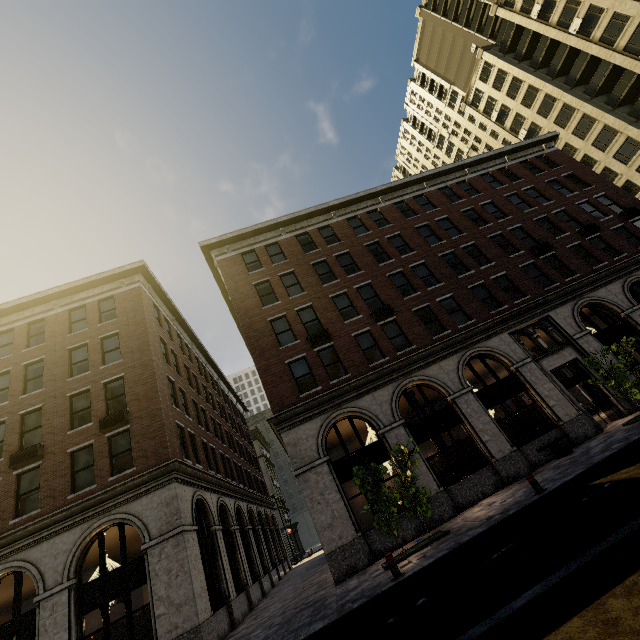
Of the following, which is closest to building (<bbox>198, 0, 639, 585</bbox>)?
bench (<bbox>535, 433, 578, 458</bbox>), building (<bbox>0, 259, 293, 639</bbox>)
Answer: bench (<bbox>535, 433, 578, 458</bbox>)

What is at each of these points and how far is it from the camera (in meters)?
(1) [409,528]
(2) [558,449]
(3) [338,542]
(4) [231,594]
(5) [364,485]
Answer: (1) building, 13.27
(2) bench, 13.74
(3) building, 12.93
(4) building, 15.77
(5) tree, 11.84

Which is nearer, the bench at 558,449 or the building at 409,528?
the building at 409,528

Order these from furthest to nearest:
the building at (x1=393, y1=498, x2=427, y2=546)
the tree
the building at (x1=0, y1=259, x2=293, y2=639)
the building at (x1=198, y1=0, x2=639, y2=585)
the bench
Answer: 1. the building at (x1=198, y1=0, x2=639, y2=585)
2. the bench
3. the building at (x1=393, y1=498, x2=427, y2=546)
4. the building at (x1=0, y1=259, x2=293, y2=639)
5. the tree

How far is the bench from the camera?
13.7 meters

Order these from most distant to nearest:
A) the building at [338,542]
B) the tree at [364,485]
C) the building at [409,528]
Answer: the building at [338,542] < the building at [409,528] < the tree at [364,485]

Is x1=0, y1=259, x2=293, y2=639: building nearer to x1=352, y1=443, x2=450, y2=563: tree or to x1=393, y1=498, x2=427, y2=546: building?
x1=393, y1=498, x2=427, y2=546: building

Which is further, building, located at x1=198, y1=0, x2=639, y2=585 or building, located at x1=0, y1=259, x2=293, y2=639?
building, located at x1=198, y1=0, x2=639, y2=585
